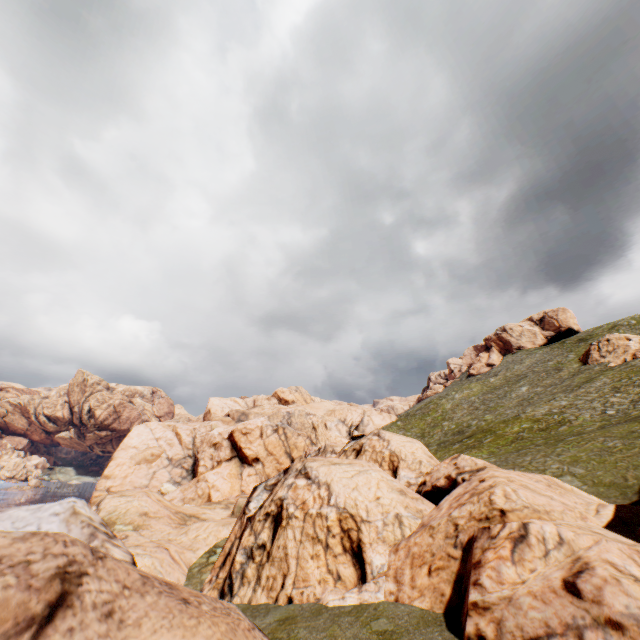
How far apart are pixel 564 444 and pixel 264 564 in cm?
2625
